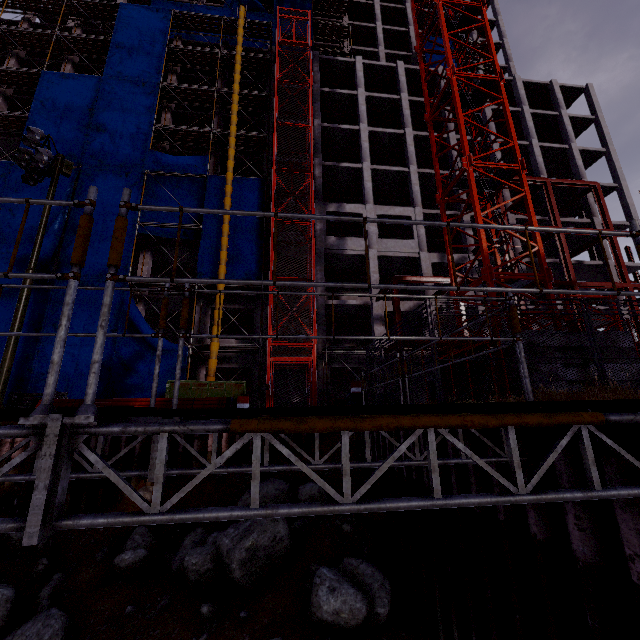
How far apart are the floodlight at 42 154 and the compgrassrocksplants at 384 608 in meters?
18.0 m

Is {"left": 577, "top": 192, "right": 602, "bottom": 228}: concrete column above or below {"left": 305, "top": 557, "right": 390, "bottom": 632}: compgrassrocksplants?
above

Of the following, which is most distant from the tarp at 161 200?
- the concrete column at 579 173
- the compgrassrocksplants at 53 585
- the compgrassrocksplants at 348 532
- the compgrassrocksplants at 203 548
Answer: the concrete column at 579 173

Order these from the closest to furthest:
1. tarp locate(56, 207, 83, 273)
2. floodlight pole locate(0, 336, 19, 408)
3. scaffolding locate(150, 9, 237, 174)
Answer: floodlight pole locate(0, 336, 19, 408) < tarp locate(56, 207, 83, 273) < scaffolding locate(150, 9, 237, 174)

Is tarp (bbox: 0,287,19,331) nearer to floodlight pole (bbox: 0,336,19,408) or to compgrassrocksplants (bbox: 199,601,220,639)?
floodlight pole (bbox: 0,336,19,408)

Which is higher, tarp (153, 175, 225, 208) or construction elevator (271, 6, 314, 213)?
construction elevator (271, 6, 314, 213)

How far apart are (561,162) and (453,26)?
22.13m

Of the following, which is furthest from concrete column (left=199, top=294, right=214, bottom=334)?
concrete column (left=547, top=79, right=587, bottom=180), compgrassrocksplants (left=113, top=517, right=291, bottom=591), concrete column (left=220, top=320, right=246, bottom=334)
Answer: concrete column (left=547, top=79, right=587, bottom=180)
